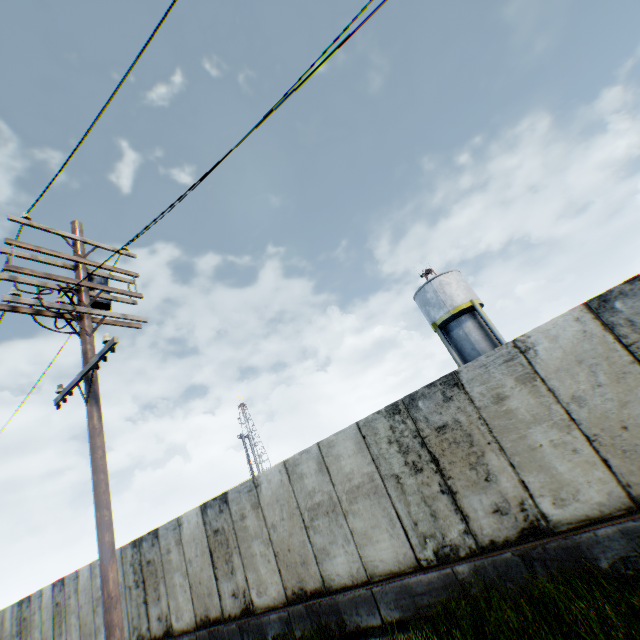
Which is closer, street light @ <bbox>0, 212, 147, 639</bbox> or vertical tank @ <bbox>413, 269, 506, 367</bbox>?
street light @ <bbox>0, 212, 147, 639</bbox>

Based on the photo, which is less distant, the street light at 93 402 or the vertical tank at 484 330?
the street light at 93 402

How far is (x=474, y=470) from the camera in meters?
5.9 m

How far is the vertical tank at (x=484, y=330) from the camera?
22.5m

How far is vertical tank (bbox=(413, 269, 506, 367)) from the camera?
22.5 meters
